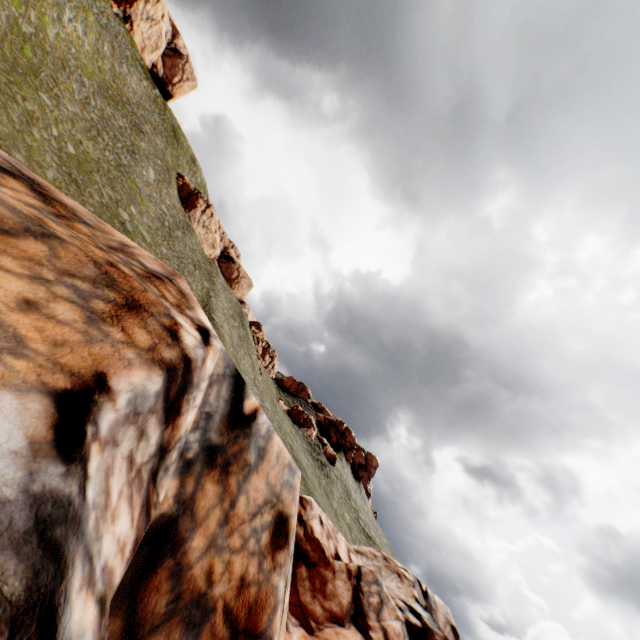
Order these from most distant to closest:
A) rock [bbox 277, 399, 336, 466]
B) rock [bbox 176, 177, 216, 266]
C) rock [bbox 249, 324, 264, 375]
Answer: rock [bbox 176, 177, 216, 266] < rock [bbox 249, 324, 264, 375] < rock [bbox 277, 399, 336, 466]

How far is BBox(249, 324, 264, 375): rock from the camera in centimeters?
5497cm

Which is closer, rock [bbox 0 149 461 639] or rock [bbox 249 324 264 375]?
rock [bbox 0 149 461 639]

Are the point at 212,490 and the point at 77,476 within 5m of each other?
yes

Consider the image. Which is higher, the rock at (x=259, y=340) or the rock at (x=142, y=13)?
the rock at (x=142, y=13)

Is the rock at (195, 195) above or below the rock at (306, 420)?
above

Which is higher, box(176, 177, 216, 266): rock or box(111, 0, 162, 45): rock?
box(111, 0, 162, 45): rock
